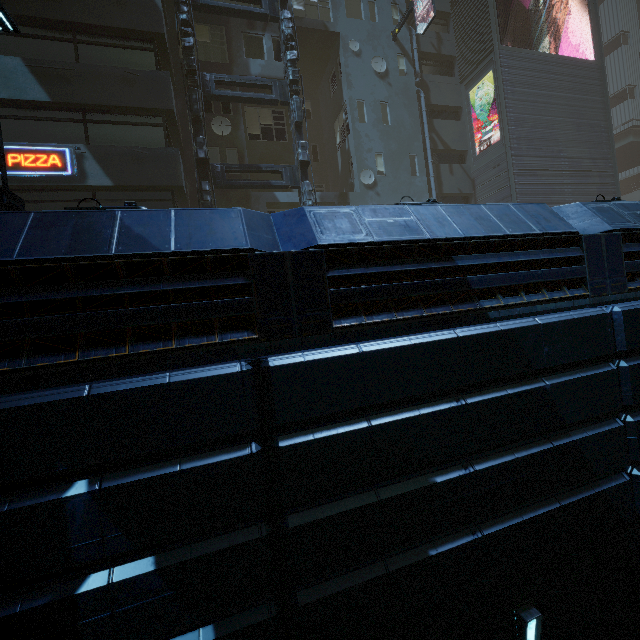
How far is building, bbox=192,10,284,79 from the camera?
15.9m

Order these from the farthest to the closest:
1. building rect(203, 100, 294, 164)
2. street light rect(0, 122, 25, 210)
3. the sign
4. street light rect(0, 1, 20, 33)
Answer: building rect(203, 100, 294, 164), the sign, street light rect(0, 1, 20, 33), street light rect(0, 122, 25, 210)

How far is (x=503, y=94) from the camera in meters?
19.0

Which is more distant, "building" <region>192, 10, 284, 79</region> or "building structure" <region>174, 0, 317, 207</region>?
"building" <region>192, 10, 284, 79</region>

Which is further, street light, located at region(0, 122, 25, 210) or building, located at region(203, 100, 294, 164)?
building, located at region(203, 100, 294, 164)

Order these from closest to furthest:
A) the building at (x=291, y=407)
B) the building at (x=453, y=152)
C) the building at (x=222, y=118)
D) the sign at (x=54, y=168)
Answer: the building at (x=291, y=407) < the building at (x=453, y=152) < the sign at (x=54, y=168) < the building at (x=222, y=118)

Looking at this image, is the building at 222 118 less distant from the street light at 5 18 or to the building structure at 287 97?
the building structure at 287 97
